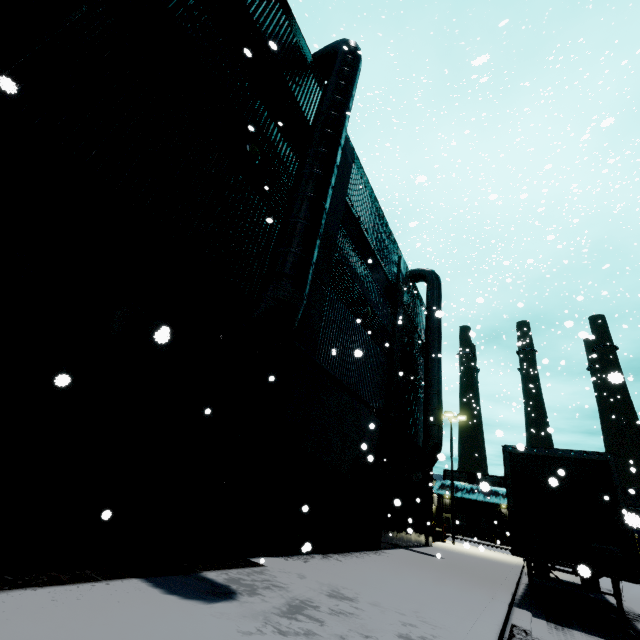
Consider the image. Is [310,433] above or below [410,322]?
below

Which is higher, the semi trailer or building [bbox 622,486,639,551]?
building [bbox 622,486,639,551]

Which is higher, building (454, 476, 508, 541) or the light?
the light

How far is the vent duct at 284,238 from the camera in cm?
593

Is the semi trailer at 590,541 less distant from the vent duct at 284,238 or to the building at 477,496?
the building at 477,496

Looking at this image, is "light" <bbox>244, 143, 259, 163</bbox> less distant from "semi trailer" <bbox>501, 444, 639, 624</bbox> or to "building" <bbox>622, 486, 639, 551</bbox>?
"building" <bbox>622, 486, 639, 551</bbox>

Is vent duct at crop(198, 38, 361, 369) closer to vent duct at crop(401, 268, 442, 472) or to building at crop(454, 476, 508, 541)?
building at crop(454, 476, 508, 541)

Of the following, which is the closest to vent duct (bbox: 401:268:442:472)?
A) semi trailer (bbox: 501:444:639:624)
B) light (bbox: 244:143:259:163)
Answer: semi trailer (bbox: 501:444:639:624)
